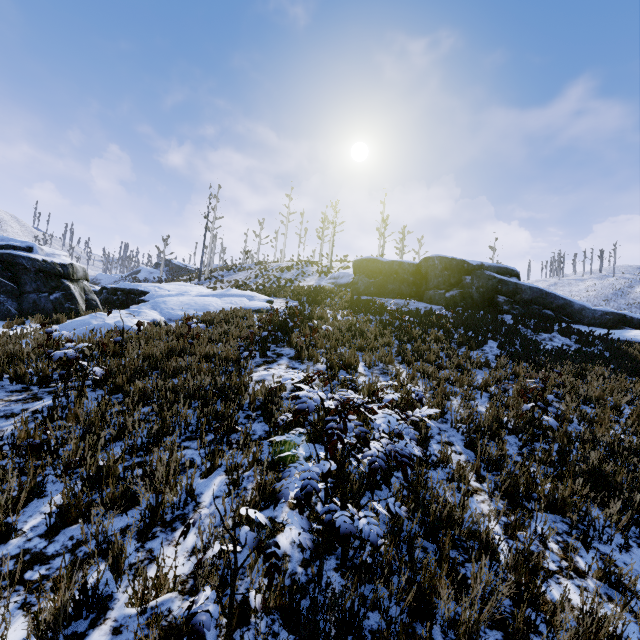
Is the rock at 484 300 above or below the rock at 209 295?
above

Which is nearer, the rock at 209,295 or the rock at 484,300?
the rock at 209,295

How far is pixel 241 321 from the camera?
10.7 meters

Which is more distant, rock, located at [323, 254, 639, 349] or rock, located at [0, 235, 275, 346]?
rock, located at [323, 254, 639, 349]

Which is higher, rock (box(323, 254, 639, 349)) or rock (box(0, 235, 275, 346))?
rock (box(323, 254, 639, 349))
